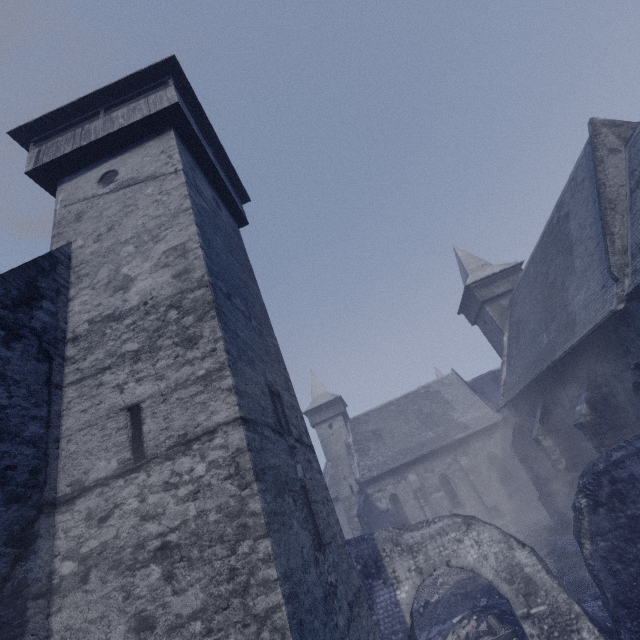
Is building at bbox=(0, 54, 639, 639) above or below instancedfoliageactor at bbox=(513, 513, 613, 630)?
above

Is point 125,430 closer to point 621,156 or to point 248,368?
point 248,368

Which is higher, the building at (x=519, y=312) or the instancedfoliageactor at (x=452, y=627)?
the building at (x=519, y=312)

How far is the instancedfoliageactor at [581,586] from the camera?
10.5 meters

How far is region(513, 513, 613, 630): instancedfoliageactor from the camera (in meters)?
10.49

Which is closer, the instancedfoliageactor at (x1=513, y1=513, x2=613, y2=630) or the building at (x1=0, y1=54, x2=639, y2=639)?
the building at (x1=0, y1=54, x2=639, y2=639)
